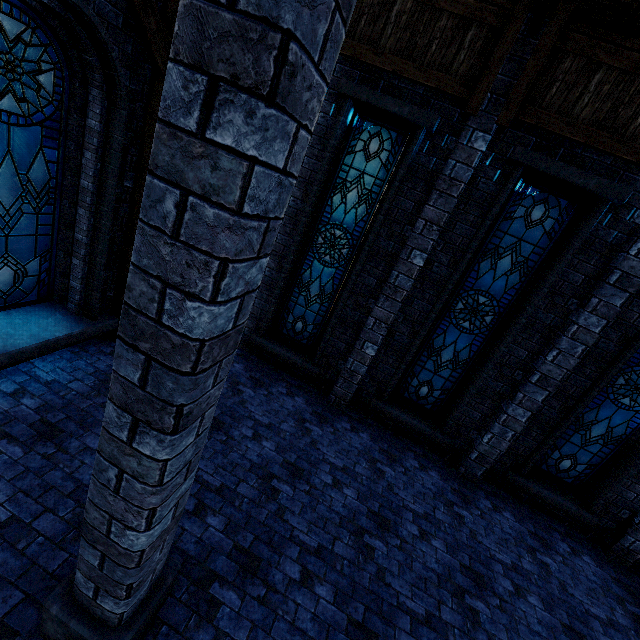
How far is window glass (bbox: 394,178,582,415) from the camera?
5.3 meters

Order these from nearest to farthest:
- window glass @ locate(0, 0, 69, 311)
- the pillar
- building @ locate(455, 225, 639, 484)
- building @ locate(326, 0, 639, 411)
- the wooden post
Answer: the pillar, window glass @ locate(0, 0, 69, 311), building @ locate(326, 0, 639, 411), building @ locate(455, 225, 639, 484), the wooden post

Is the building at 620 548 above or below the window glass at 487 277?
below

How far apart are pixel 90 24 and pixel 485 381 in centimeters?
761cm

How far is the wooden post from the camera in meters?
5.4

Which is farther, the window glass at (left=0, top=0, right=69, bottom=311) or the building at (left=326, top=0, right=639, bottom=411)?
the building at (left=326, top=0, right=639, bottom=411)

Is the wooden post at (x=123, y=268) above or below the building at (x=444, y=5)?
below

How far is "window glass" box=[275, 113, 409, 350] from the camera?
5.8 meters
